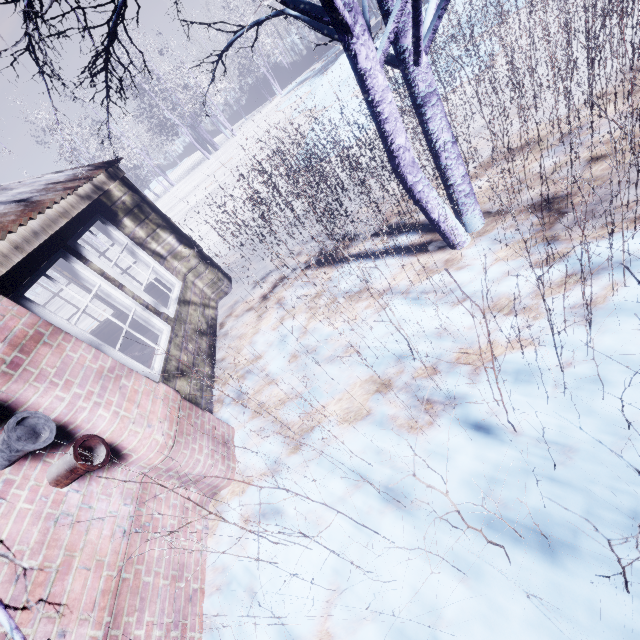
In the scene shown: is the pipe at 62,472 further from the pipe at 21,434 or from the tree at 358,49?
the tree at 358,49

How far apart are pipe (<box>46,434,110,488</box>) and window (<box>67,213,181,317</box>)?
2.1m

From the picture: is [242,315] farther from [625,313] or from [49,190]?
[625,313]

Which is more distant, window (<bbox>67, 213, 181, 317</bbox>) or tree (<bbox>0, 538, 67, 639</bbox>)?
window (<bbox>67, 213, 181, 317</bbox>)

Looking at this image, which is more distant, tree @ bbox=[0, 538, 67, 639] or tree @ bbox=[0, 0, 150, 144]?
tree @ bbox=[0, 0, 150, 144]

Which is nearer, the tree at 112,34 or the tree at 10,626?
the tree at 10,626

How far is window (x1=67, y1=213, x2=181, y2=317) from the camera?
3.44m

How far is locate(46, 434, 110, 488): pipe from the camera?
1.9m
